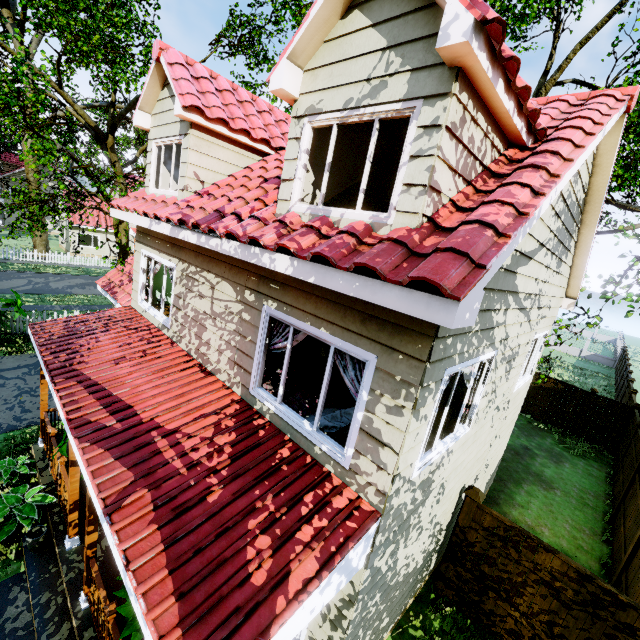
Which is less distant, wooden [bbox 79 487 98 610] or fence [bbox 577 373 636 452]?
wooden [bbox 79 487 98 610]

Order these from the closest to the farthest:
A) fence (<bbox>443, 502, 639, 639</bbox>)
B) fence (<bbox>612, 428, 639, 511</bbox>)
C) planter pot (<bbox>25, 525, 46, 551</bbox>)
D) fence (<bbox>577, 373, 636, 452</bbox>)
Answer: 1. fence (<bbox>443, 502, 639, 639</bbox>)
2. planter pot (<bbox>25, 525, 46, 551</bbox>)
3. fence (<bbox>612, 428, 639, 511</bbox>)
4. fence (<bbox>577, 373, 636, 452</bbox>)

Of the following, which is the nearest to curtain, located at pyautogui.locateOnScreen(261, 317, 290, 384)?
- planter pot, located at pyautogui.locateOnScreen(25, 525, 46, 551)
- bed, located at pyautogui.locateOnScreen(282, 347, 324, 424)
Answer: bed, located at pyautogui.locateOnScreen(282, 347, 324, 424)

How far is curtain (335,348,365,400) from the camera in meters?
3.7 m

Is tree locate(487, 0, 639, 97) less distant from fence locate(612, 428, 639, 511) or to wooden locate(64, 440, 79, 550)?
fence locate(612, 428, 639, 511)

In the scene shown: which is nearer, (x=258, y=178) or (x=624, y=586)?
(x=258, y=178)

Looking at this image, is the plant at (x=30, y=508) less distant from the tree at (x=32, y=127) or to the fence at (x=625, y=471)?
the fence at (x=625, y=471)

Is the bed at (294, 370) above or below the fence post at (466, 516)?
above
